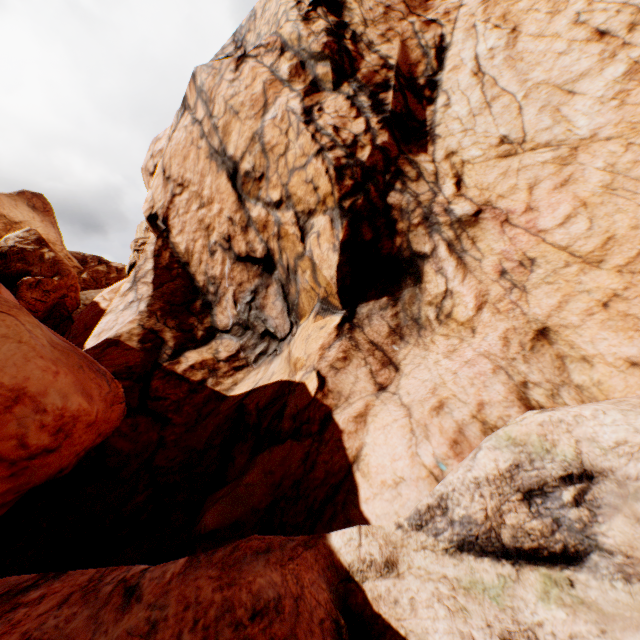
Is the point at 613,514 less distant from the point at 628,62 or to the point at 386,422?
the point at 386,422
